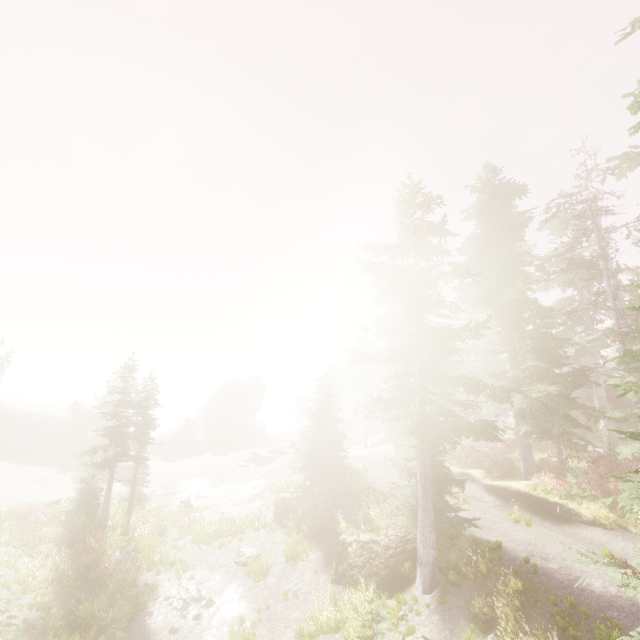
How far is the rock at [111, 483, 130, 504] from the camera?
27.2m

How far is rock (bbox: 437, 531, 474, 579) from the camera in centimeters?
1270cm

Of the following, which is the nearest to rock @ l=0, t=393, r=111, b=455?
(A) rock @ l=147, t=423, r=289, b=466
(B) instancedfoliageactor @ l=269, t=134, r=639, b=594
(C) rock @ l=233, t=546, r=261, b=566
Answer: (B) instancedfoliageactor @ l=269, t=134, r=639, b=594

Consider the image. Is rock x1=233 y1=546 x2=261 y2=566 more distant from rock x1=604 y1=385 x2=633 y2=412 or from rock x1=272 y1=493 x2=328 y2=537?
rock x1=604 y1=385 x2=633 y2=412

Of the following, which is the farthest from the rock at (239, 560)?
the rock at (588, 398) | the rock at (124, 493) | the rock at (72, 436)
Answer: the rock at (72, 436)

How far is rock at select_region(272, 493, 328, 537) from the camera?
19.98m

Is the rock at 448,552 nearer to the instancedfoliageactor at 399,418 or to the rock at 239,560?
the instancedfoliageactor at 399,418

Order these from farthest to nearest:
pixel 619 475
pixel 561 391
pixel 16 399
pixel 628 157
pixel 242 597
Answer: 1. pixel 16 399
2. pixel 619 475
3. pixel 561 391
4. pixel 242 597
5. pixel 628 157
